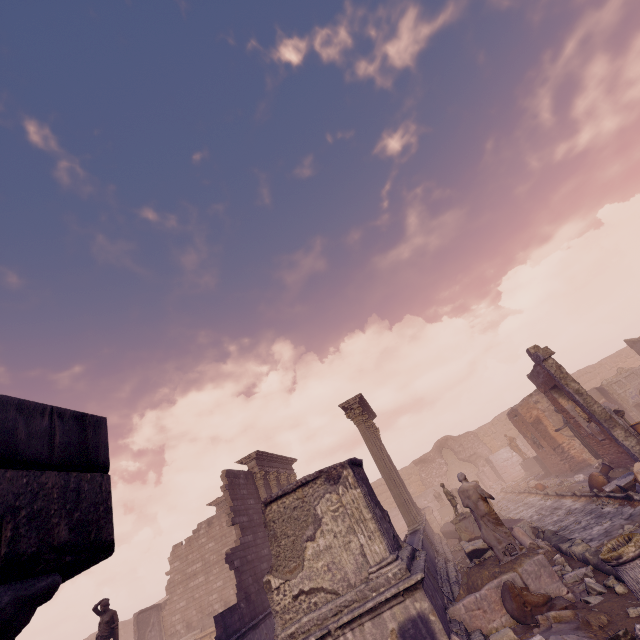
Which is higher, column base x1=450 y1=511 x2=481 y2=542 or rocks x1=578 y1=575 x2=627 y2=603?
column base x1=450 y1=511 x2=481 y2=542

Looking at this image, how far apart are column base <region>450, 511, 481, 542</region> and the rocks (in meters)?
7.37

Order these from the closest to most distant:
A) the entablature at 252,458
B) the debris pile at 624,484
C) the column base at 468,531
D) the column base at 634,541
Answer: the column base at 634,541
the debris pile at 624,484
the column base at 468,531
the entablature at 252,458

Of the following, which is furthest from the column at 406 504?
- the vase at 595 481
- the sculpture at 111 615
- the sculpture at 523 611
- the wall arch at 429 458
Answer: the wall arch at 429 458

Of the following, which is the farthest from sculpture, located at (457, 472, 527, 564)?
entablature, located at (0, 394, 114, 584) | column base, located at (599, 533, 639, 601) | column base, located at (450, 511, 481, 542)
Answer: entablature, located at (0, 394, 114, 584)

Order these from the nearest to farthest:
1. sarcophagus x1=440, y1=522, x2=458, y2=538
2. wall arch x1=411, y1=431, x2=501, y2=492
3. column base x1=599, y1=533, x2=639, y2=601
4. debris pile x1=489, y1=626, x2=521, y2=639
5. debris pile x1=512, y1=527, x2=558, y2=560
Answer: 1. column base x1=599, y1=533, x2=639, y2=601
2. debris pile x1=489, y1=626, x2=521, y2=639
3. debris pile x1=512, y1=527, x2=558, y2=560
4. sarcophagus x1=440, y1=522, x2=458, y2=538
5. wall arch x1=411, y1=431, x2=501, y2=492

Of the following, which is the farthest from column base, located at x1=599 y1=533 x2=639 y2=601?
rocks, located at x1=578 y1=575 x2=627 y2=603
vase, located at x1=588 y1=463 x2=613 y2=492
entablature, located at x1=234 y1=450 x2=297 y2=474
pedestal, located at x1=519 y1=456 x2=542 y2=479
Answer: pedestal, located at x1=519 y1=456 x2=542 y2=479

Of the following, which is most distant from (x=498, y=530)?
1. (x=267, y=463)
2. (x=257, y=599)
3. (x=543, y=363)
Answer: (x=267, y=463)
